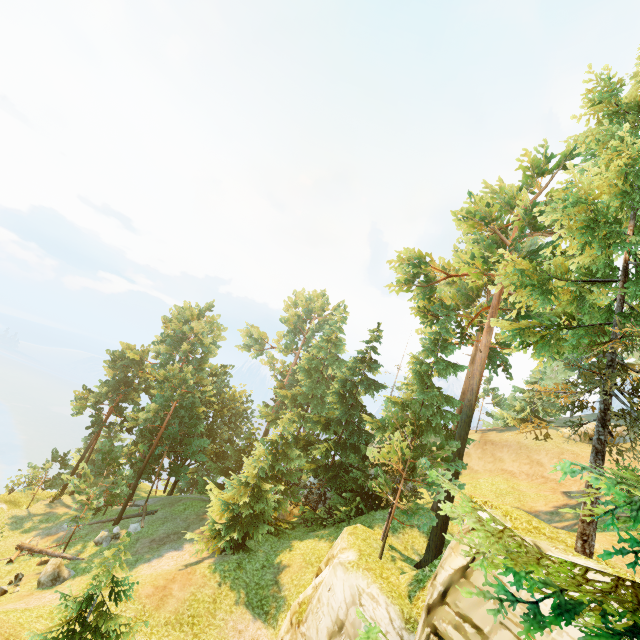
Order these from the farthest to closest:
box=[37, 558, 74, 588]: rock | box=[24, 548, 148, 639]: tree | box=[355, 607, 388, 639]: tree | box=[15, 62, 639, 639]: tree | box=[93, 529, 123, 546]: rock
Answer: box=[93, 529, 123, 546]: rock
box=[37, 558, 74, 588]: rock
box=[24, 548, 148, 639]: tree
box=[355, 607, 388, 639]: tree
box=[15, 62, 639, 639]: tree

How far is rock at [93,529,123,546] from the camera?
24.52m

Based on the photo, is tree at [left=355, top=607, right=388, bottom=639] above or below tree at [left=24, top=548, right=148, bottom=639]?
above

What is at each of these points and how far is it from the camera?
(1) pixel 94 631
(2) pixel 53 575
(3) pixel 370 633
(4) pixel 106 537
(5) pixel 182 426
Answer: (1) tree, 10.6m
(2) rock, 19.6m
(3) tree, 4.7m
(4) rock, 25.0m
(5) tree, 37.8m

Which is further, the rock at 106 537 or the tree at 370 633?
the rock at 106 537

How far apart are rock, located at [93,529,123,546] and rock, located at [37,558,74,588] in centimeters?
327cm

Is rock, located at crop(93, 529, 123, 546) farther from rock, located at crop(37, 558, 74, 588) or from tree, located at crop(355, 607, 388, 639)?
rock, located at crop(37, 558, 74, 588)

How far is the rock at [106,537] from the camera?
24.52m
